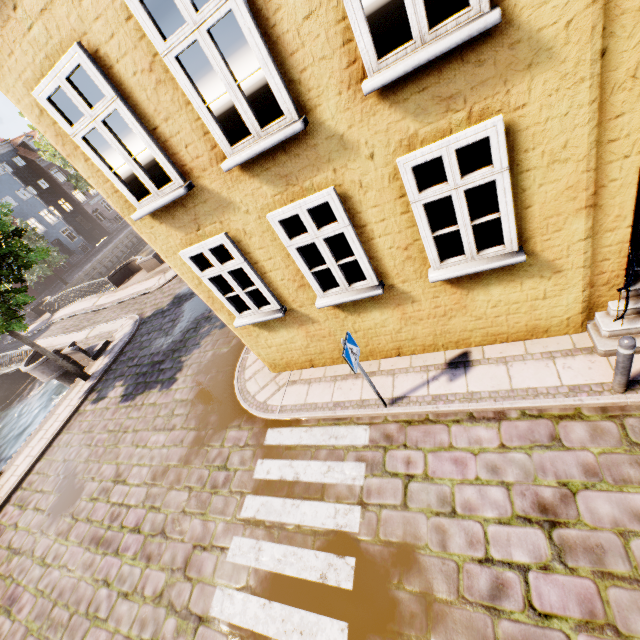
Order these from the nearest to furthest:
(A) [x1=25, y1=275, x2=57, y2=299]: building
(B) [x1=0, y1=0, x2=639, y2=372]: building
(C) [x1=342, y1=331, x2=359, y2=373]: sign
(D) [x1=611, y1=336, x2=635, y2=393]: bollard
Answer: (B) [x1=0, y1=0, x2=639, y2=372]: building → (D) [x1=611, y1=336, x2=635, y2=393]: bollard → (C) [x1=342, y1=331, x2=359, y2=373]: sign → (A) [x1=25, y1=275, x2=57, y2=299]: building

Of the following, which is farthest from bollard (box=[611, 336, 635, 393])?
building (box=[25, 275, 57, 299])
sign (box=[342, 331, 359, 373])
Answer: building (box=[25, 275, 57, 299])

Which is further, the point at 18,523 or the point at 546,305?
the point at 18,523

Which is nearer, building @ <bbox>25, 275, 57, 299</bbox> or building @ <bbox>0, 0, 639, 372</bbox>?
building @ <bbox>0, 0, 639, 372</bbox>

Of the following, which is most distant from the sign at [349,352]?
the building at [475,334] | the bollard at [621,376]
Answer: the bollard at [621,376]

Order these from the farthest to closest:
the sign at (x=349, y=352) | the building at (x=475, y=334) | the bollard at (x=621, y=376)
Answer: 1. the sign at (x=349, y=352)
2. the bollard at (x=621, y=376)
3. the building at (x=475, y=334)

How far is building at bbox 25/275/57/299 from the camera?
36.4m

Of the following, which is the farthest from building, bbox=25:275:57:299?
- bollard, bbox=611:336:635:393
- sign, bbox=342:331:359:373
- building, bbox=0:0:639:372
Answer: bollard, bbox=611:336:635:393
